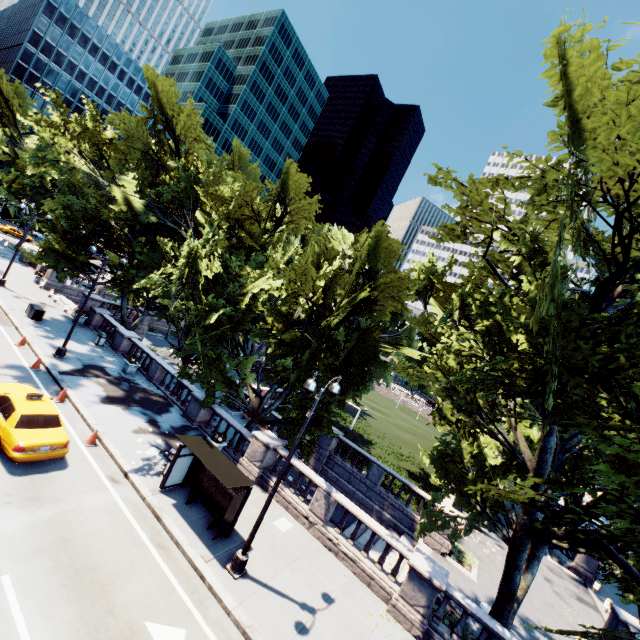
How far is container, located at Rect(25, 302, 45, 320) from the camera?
23.8m

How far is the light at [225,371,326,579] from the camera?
10.4 meters

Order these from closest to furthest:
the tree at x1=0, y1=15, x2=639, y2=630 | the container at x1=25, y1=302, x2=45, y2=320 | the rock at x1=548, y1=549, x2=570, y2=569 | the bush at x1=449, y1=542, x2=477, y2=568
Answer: the tree at x1=0, y1=15, x2=639, y2=630, the bush at x1=449, y1=542, x2=477, y2=568, the container at x1=25, y1=302, x2=45, y2=320, the rock at x1=548, y1=549, x2=570, y2=569

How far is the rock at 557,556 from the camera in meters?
25.6

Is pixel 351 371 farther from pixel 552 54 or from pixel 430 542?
pixel 552 54

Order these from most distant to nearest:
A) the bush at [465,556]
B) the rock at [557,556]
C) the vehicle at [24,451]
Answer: the rock at [557,556], the bush at [465,556], the vehicle at [24,451]

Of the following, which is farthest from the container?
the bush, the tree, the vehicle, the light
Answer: the bush

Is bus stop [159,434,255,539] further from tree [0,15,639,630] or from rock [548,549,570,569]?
rock [548,549,570,569]
